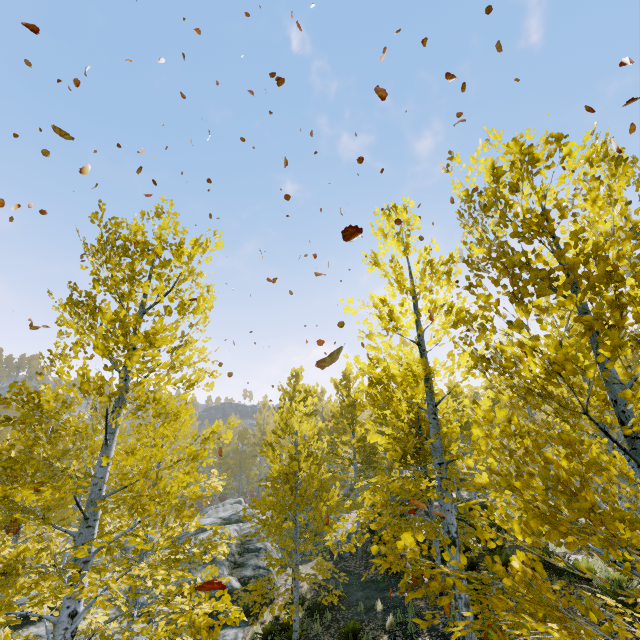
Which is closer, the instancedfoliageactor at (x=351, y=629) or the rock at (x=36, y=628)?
the instancedfoliageactor at (x=351, y=629)

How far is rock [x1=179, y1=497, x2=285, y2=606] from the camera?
13.3m

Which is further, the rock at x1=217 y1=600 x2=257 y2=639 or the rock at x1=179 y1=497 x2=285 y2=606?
the rock at x1=179 y1=497 x2=285 y2=606

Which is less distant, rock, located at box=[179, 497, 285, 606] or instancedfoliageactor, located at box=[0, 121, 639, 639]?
instancedfoliageactor, located at box=[0, 121, 639, 639]

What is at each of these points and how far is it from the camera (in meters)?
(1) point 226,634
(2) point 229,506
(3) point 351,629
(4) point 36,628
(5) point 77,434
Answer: (1) rock, 11.07
(2) rock, 23.47
(3) instancedfoliageactor, 9.62
(4) rock, 11.09
(5) instancedfoliageactor, 20.30

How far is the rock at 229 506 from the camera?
13.3 meters
